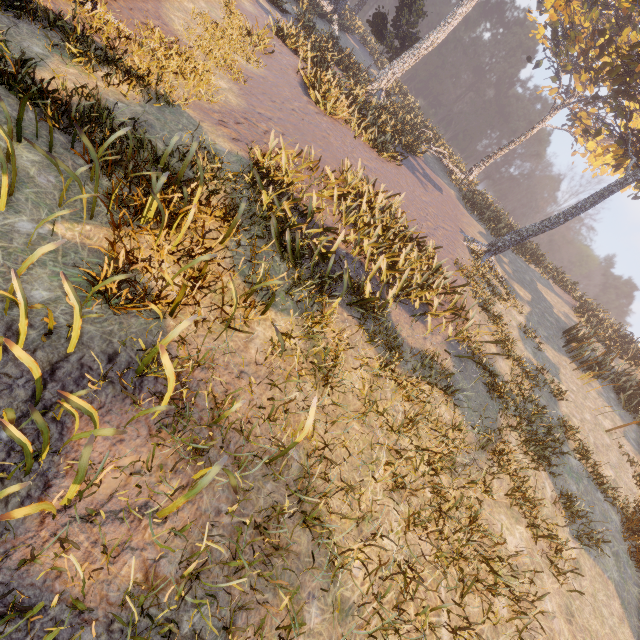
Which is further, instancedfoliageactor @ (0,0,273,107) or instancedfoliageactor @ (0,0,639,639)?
instancedfoliageactor @ (0,0,273,107)

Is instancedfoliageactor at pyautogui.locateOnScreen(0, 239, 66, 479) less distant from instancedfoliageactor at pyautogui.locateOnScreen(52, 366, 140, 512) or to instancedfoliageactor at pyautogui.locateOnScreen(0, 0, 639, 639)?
instancedfoliageactor at pyautogui.locateOnScreen(52, 366, 140, 512)

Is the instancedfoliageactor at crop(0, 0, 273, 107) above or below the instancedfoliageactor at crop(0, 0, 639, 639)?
below

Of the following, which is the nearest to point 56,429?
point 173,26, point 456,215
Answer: point 173,26

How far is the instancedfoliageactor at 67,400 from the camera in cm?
216

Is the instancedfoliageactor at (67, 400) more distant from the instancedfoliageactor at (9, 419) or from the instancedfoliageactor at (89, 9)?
the instancedfoliageactor at (89, 9)

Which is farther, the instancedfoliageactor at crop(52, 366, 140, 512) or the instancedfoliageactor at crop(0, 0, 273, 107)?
the instancedfoliageactor at crop(0, 0, 273, 107)
